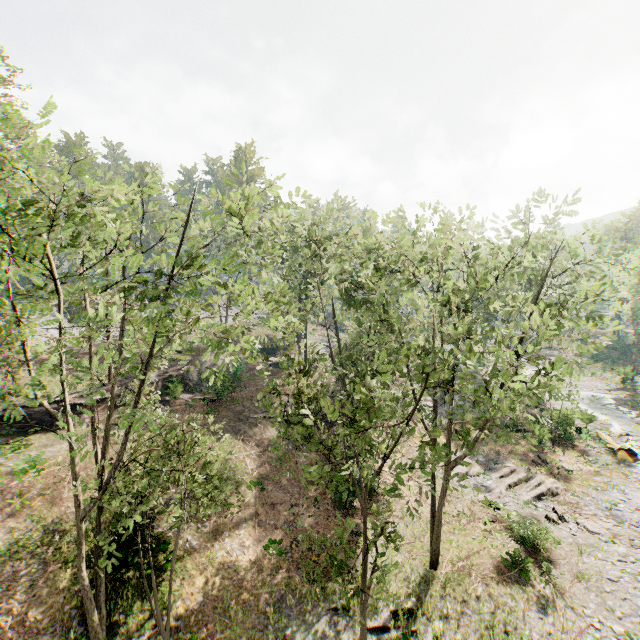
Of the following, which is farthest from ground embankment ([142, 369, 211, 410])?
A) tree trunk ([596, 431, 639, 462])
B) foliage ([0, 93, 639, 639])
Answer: tree trunk ([596, 431, 639, 462])

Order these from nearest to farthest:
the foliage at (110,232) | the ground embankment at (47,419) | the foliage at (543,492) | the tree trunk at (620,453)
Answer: the foliage at (110,232) → the foliage at (543,492) → the ground embankment at (47,419) → the tree trunk at (620,453)

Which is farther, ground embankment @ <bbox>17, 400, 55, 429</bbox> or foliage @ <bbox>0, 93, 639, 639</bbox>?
ground embankment @ <bbox>17, 400, 55, 429</bbox>

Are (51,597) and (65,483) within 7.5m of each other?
yes

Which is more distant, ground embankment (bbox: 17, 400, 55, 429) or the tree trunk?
the tree trunk

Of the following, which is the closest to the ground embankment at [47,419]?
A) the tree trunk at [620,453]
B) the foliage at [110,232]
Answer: the foliage at [110,232]

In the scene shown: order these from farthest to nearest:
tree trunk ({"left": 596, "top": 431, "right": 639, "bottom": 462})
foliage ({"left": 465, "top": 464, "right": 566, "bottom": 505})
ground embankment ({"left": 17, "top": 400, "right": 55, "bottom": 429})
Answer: tree trunk ({"left": 596, "top": 431, "right": 639, "bottom": 462})
ground embankment ({"left": 17, "top": 400, "right": 55, "bottom": 429})
foliage ({"left": 465, "top": 464, "right": 566, "bottom": 505})
